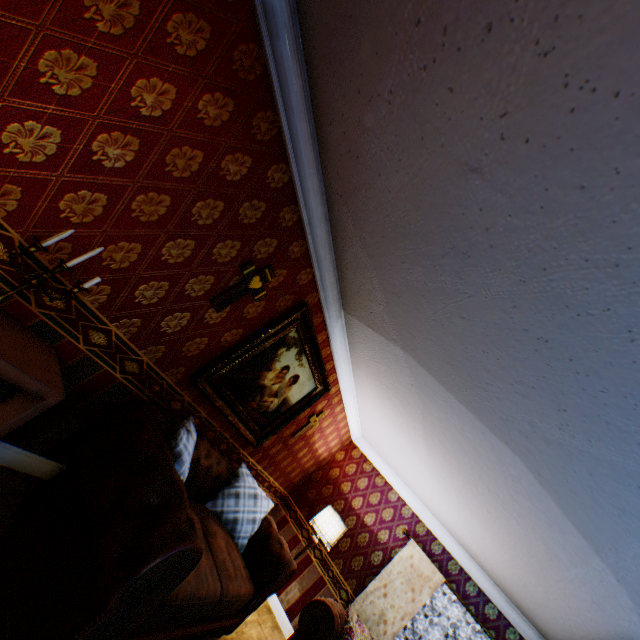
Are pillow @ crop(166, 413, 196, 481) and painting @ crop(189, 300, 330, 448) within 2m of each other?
yes

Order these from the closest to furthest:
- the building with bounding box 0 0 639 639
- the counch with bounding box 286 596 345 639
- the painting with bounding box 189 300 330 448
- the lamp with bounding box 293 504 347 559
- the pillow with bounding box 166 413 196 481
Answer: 1. the building with bounding box 0 0 639 639
2. the pillow with bounding box 166 413 196 481
3. the painting with bounding box 189 300 330 448
4. the counch with bounding box 286 596 345 639
5. the lamp with bounding box 293 504 347 559

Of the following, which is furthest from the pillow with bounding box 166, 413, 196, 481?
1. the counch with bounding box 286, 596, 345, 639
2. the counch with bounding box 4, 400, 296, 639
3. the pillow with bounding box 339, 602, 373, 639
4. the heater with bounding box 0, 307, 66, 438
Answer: the pillow with bounding box 339, 602, 373, 639

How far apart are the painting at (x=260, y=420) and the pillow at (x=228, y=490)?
0.3m

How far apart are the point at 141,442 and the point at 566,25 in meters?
2.9

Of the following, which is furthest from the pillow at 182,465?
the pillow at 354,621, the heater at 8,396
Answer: the pillow at 354,621

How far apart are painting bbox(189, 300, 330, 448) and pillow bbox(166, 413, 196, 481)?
0.3m

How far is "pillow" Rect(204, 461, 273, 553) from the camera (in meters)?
3.64
